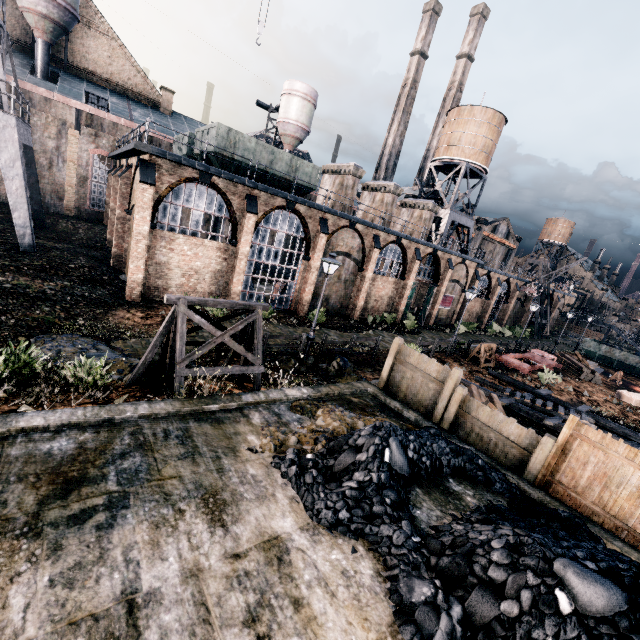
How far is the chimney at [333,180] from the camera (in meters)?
28.59

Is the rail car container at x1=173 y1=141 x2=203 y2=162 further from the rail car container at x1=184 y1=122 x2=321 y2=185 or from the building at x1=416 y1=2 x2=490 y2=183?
the building at x1=416 y1=2 x2=490 y2=183

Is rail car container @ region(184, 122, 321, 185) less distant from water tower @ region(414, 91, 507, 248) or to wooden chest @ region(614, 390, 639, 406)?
water tower @ region(414, 91, 507, 248)

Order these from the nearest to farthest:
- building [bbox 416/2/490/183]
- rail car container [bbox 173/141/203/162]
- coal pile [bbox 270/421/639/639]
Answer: coal pile [bbox 270/421/639/639]
rail car container [bbox 173/141/203/162]
building [bbox 416/2/490/183]

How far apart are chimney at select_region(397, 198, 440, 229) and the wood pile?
18.93m

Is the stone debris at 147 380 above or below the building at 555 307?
below

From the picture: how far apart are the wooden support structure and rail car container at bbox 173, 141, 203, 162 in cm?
1968

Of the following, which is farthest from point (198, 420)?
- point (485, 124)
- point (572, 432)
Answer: point (485, 124)
